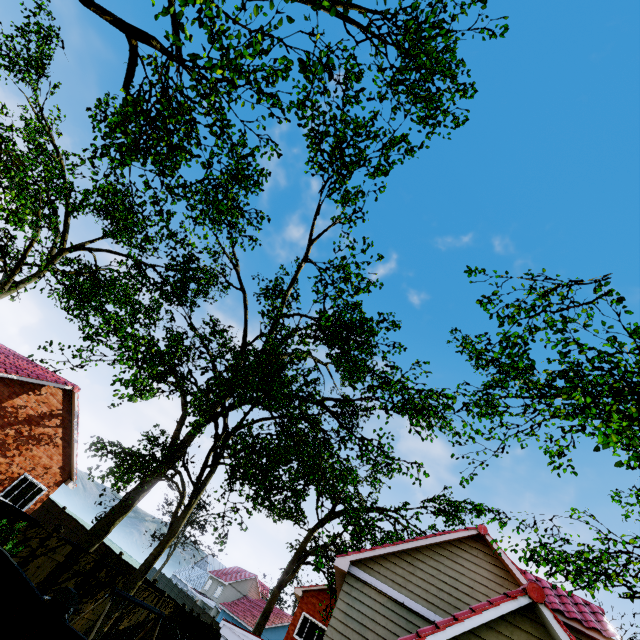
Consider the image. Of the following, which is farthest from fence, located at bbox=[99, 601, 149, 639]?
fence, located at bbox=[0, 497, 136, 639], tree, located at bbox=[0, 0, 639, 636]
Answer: tree, located at bbox=[0, 0, 639, 636]

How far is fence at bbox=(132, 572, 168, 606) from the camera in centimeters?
1459cm

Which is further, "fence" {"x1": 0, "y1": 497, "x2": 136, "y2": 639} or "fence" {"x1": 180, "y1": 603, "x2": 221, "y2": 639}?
"fence" {"x1": 180, "y1": 603, "x2": 221, "y2": 639}

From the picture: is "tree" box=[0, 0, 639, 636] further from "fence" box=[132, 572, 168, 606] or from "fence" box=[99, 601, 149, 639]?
"fence" box=[99, 601, 149, 639]

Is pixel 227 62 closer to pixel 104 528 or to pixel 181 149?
pixel 181 149

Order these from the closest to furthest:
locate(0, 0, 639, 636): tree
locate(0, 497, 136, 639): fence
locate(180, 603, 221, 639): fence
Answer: locate(0, 497, 136, 639): fence, locate(0, 0, 639, 636): tree, locate(180, 603, 221, 639): fence

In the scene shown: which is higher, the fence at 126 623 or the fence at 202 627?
the fence at 202 627
